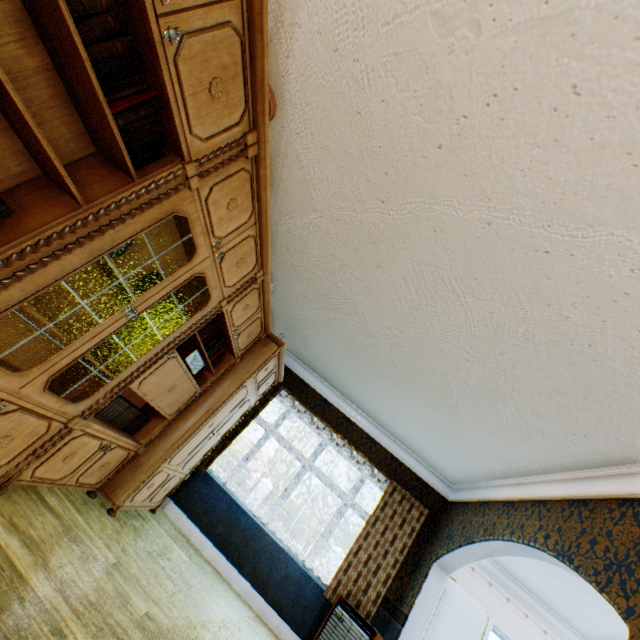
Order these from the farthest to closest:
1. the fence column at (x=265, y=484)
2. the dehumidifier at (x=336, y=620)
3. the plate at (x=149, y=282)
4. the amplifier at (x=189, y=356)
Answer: the fence column at (x=265, y=484)
the dehumidifier at (x=336, y=620)
the amplifier at (x=189, y=356)
the plate at (x=149, y=282)

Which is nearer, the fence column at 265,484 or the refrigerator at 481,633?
the refrigerator at 481,633

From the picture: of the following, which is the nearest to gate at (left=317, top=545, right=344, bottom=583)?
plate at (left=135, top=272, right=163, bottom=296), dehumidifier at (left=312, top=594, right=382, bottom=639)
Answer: dehumidifier at (left=312, top=594, right=382, bottom=639)

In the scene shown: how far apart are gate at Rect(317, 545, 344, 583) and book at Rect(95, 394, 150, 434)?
19.1 meters

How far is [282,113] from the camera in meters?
2.7 m

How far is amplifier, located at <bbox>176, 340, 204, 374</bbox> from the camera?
3.11m

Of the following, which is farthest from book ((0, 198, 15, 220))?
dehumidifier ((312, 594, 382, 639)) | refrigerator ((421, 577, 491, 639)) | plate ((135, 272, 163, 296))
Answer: refrigerator ((421, 577, 491, 639))

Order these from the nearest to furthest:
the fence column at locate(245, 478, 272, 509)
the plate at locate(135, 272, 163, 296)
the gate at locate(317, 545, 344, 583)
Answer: the plate at locate(135, 272, 163, 296) → the gate at locate(317, 545, 344, 583) → the fence column at locate(245, 478, 272, 509)
